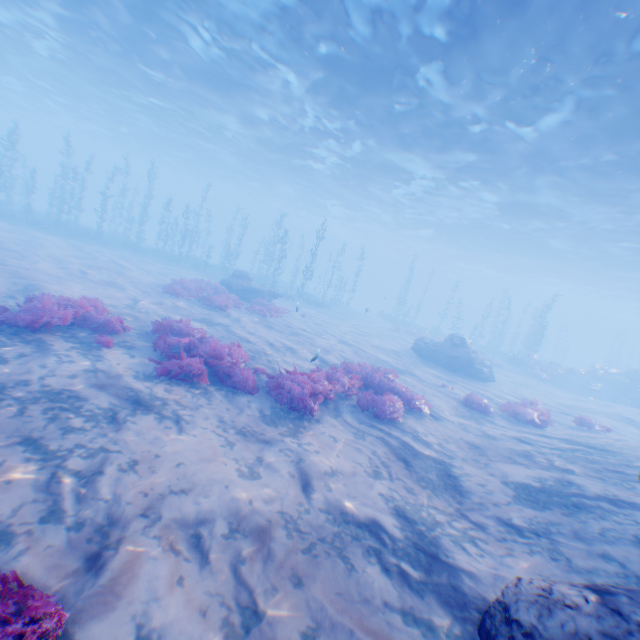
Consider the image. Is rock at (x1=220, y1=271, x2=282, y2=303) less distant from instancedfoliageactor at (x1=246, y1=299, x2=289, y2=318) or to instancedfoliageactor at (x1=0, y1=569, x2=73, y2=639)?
instancedfoliageactor at (x1=246, y1=299, x2=289, y2=318)

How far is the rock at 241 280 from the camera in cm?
2103

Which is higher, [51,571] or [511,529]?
[511,529]

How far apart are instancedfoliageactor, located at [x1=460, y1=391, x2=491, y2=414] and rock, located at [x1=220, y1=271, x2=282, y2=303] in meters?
13.1

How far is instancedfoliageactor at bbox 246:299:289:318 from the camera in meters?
17.8 m

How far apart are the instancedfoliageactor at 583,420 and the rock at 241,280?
17.2 meters

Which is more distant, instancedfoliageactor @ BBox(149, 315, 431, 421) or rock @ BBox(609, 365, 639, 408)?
rock @ BBox(609, 365, 639, 408)

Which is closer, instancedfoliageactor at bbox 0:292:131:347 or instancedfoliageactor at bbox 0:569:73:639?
instancedfoliageactor at bbox 0:569:73:639
